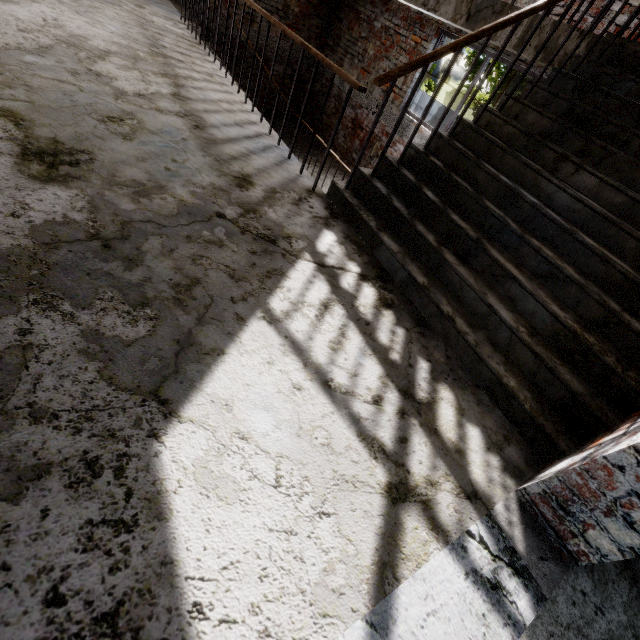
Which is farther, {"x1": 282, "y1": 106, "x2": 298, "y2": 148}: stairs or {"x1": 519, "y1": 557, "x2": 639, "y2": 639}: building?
{"x1": 282, "y1": 106, "x2": 298, "y2": 148}: stairs

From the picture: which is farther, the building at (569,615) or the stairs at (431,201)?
the stairs at (431,201)

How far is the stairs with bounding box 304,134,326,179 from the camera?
6.9 meters

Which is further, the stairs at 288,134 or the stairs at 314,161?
the stairs at 288,134

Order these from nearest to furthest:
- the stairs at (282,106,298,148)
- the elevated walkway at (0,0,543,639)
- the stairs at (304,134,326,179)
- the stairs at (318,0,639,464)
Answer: the elevated walkway at (0,0,543,639) < the stairs at (318,0,639,464) < the stairs at (304,134,326,179) < the stairs at (282,106,298,148)

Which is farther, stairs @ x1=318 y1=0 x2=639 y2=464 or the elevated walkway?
stairs @ x1=318 y1=0 x2=639 y2=464

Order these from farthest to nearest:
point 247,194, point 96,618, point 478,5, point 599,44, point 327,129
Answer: point 327,129 → point 478,5 → point 599,44 → point 247,194 → point 96,618

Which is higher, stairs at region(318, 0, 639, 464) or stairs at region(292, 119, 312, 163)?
stairs at region(318, 0, 639, 464)
